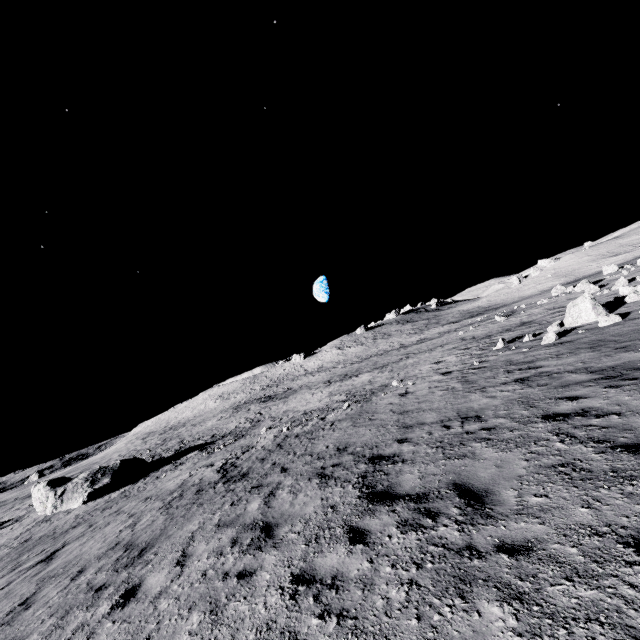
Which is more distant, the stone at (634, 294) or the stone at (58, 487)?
the stone at (58, 487)

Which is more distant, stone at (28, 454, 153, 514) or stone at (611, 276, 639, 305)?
stone at (28, 454, 153, 514)

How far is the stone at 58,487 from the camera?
22.42m

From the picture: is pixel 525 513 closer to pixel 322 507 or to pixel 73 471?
pixel 322 507

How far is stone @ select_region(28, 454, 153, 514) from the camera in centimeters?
2242cm
